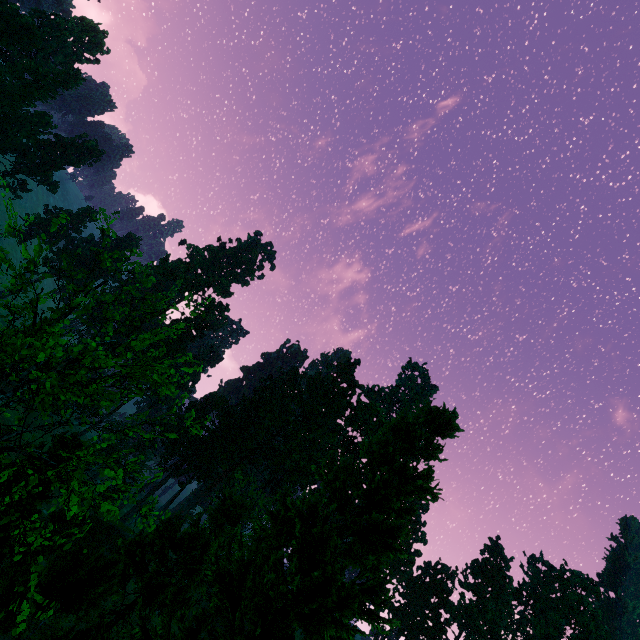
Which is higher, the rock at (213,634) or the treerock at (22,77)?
the treerock at (22,77)

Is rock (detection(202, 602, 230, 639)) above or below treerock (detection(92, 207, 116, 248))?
below

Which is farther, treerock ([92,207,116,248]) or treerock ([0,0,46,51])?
treerock ([0,0,46,51])

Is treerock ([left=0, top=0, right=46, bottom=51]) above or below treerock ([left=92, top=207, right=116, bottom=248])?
above

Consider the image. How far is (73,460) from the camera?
7.1m

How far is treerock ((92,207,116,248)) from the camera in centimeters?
1044cm

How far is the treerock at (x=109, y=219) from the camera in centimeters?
1044cm
